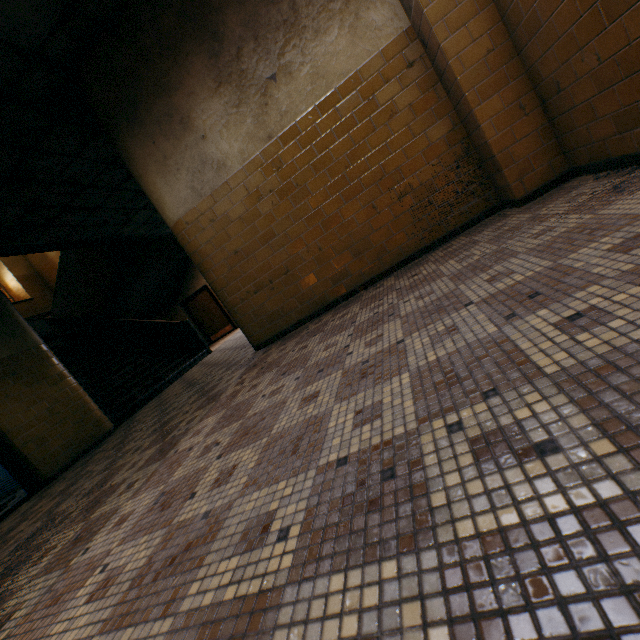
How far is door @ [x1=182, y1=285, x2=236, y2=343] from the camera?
13.5 meters

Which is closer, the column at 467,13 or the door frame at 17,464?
the column at 467,13

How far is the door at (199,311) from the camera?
13.5m

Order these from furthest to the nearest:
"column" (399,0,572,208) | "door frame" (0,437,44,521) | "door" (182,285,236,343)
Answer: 1. "door" (182,285,236,343)
2. "door frame" (0,437,44,521)
3. "column" (399,0,572,208)

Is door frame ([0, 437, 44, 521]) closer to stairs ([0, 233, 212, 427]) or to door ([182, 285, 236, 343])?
stairs ([0, 233, 212, 427])

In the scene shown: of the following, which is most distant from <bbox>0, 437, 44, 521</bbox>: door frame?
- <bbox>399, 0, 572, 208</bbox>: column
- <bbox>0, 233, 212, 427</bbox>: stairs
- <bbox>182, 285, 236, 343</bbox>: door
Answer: <bbox>182, 285, 236, 343</bbox>: door

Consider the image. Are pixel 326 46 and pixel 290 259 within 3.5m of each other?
yes
